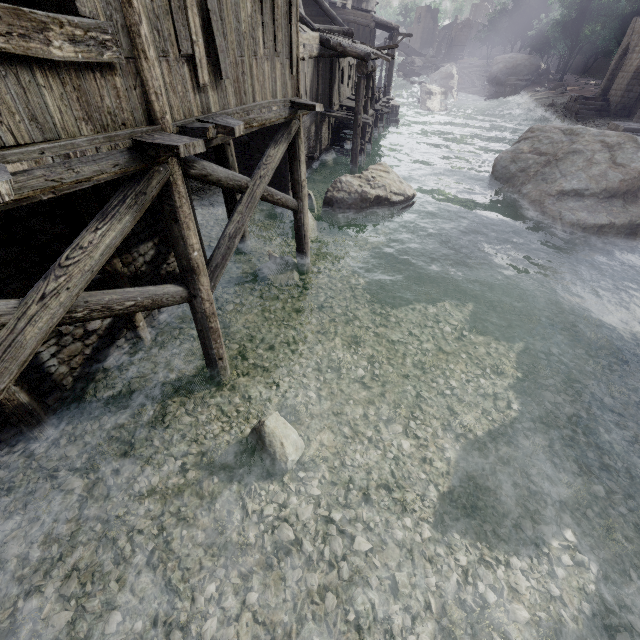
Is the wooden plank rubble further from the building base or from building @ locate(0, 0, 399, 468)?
the building base

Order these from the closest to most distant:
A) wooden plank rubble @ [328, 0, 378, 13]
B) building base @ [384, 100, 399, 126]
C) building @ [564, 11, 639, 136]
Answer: building @ [564, 11, 639, 136], wooden plank rubble @ [328, 0, 378, 13], building base @ [384, 100, 399, 126]

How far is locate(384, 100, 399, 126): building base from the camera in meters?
27.7

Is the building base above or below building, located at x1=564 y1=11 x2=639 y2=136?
below

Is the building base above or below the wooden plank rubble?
below

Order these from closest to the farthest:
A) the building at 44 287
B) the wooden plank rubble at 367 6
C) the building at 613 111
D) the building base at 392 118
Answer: the building at 44 287
the building at 613 111
the wooden plank rubble at 367 6
the building base at 392 118

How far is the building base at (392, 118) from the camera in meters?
27.7 m

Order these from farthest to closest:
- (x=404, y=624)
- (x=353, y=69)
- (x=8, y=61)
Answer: (x=353, y=69) < (x=404, y=624) < (x=8, y=61)
